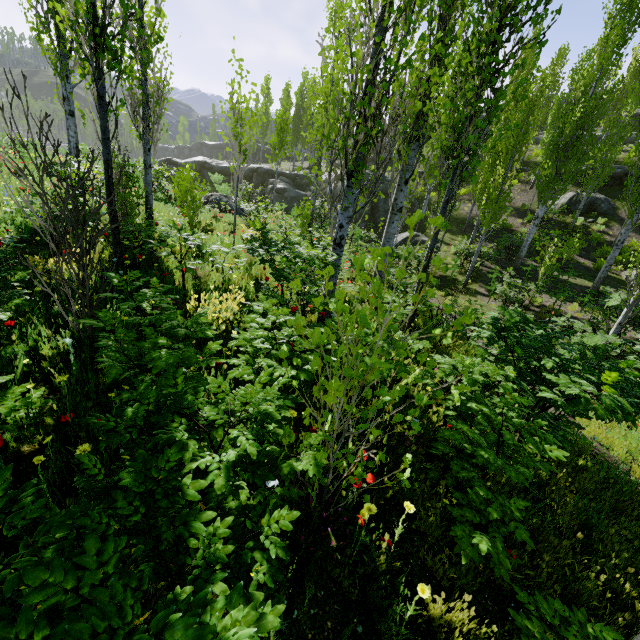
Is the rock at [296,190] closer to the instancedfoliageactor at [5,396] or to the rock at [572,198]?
the instancedfoliageactor at [5,396]

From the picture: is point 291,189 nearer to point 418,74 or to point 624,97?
point 418,74

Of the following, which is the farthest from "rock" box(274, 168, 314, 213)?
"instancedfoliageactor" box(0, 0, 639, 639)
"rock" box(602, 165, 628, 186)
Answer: "rock" box(602, 165, 628, 186)

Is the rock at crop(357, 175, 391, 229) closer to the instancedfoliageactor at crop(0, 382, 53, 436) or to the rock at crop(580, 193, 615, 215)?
the instancedfoliageactor at crop(0, 382, 53, 436)

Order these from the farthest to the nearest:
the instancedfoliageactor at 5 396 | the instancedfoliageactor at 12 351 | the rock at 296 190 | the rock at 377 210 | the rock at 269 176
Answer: the rock at 269 176, the rock at 296 190, the rock at 377 210, the instancedfoliageactor at 12 351, the instancedfoliageactor at 5 396

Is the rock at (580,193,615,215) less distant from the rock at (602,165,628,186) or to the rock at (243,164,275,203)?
the rock at (602,165,628,186)

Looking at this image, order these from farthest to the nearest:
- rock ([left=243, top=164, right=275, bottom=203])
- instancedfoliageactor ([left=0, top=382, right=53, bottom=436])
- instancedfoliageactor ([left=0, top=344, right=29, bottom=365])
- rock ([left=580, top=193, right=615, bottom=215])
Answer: rock ([left=243, top=164, right=275, bottom=203]) → rock ([left=580, top=193, right=615, bottom=215]) → instancedfoliageactor ([left=0, top=344, right=29, bottom=365]) → instancedfoliageactor ([left=0, top=382, right=53, bottom=436])

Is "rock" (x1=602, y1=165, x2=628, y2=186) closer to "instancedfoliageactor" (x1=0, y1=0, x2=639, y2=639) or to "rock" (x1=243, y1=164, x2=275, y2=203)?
"instancedfoliageactor" (x1=0, y1=0, x2=639, y2=639)
